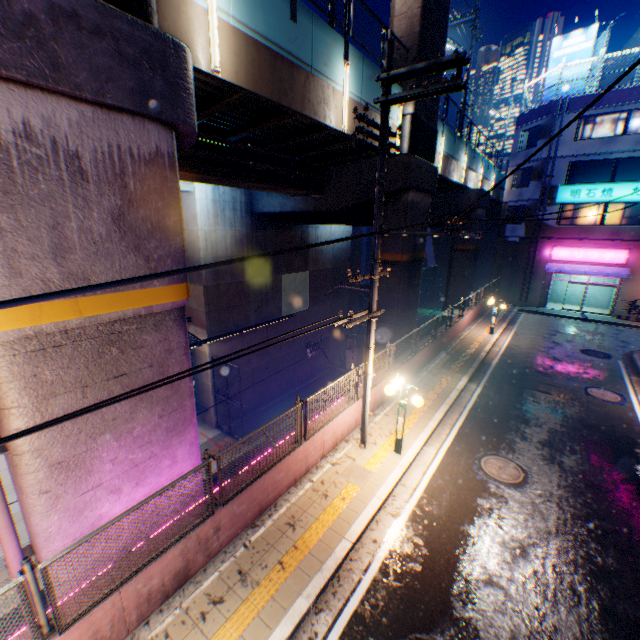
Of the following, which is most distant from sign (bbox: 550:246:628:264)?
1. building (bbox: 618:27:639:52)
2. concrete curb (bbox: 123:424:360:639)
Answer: building (bbox: 618:27:639:52)

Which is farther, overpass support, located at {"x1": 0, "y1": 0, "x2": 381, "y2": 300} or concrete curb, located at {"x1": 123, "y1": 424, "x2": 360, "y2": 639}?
concrete curb, located at {"x1": 123, "y1": 424, "x2": 360, "y2": 639}

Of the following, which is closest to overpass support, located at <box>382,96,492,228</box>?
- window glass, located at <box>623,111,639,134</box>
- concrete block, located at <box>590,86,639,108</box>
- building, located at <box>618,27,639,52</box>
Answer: concrete block, located at <box>590,86,639,108</box>

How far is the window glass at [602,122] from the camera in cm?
2275

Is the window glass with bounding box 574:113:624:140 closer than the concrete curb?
No

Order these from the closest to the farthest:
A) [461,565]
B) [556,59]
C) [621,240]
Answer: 1. [461,565]
2. [621,240]
3. [556,59]

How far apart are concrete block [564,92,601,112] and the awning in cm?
1090

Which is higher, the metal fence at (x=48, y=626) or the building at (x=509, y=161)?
the building at (x=509, y=161)
